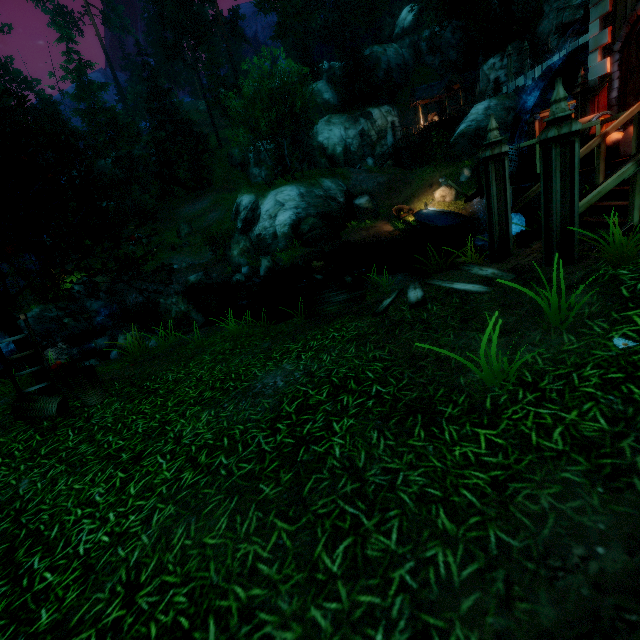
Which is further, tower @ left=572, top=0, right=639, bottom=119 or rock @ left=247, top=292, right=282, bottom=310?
rock @ left=247, top=292, right=282, bottom=310

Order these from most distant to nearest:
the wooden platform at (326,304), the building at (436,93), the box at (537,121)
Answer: the building at (436,93), the wooden platform at (326,304), the box at (537,121)

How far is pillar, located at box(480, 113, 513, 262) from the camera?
5.64m

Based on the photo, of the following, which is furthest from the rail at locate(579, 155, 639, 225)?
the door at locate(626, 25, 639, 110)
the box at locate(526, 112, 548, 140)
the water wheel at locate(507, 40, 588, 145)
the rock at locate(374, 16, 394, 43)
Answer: the rock at locate(374, 16, 394, 43)

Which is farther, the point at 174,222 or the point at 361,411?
the point at 174,222

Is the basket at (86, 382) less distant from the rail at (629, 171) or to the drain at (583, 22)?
the rail at (629, 171)

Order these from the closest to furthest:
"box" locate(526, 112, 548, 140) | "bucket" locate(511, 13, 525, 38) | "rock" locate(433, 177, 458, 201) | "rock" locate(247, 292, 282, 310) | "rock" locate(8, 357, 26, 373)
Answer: "box" locate(526, 112, 548, 140)
"bucket" locate(511, 13, 525, 38)
"rock" locate(247, 292, 282, 310)
"rock" locate(8, 357, 26, 373)
"rock" locate(433, 177, 458, 201)

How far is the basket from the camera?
5.54m
